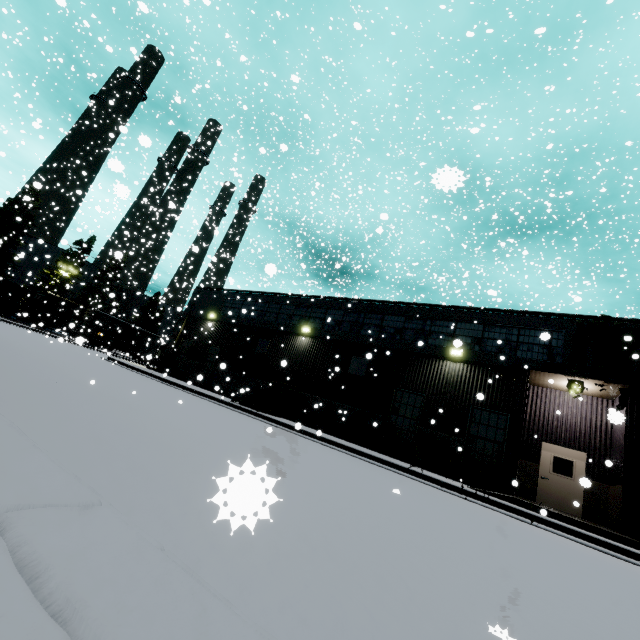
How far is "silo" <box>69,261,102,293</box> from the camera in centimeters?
5483cm

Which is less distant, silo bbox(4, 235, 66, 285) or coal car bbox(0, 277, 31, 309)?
coal car bbox(0, 277, 31, 309)

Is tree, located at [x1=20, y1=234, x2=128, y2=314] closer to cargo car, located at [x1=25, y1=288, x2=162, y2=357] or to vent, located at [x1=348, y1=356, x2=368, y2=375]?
cargo car, located at [x1=25, y1=288, x2=162, y2=357]

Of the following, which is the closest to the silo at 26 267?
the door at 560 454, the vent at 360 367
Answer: the vent at 360 367

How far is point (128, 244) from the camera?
29.2 meters

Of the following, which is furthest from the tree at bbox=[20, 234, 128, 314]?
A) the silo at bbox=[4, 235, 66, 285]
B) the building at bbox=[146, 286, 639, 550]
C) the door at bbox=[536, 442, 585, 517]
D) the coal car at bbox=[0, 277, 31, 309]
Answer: the door at bbox=[536, 442, 585, 517]

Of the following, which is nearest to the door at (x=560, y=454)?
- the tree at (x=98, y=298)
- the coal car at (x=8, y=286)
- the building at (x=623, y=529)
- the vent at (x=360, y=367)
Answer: the building at (x=623, y=529)

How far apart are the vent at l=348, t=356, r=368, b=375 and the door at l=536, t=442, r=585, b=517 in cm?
795
